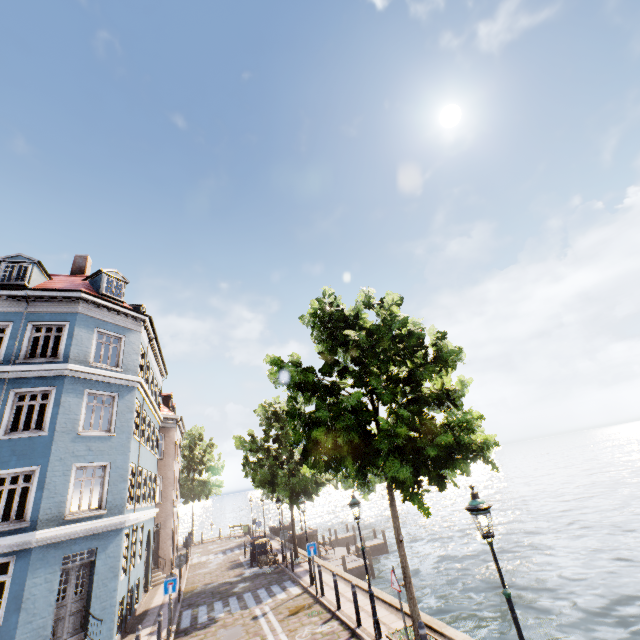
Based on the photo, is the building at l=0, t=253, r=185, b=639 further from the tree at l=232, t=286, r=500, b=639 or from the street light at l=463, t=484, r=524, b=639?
the street light at l=463, t=484, r=524, b=639

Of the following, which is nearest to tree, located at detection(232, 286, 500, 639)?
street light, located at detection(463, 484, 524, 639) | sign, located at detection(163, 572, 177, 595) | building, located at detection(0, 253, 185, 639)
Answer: street light, located at detection(463, 484, 524, 639)

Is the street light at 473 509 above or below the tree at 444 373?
below

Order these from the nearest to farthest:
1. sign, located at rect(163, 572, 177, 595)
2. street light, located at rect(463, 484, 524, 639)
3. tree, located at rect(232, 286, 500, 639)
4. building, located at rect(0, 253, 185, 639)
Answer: street light, located at rect(463, 484, 524, 639), tree, located at rect(232, 286, 500, 639), building, located at rect(0, 253, 185, 639), sign, located at rect(163, 572, 177, 595)

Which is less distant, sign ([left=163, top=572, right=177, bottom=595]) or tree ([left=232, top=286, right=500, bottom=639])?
tree ([left=232, top=286, right=500, bottom=639])

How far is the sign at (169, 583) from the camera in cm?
1241

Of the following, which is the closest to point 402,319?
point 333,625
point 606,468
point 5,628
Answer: point 333,625

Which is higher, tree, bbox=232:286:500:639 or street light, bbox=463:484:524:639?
tree, bbox=232:286:500:639
